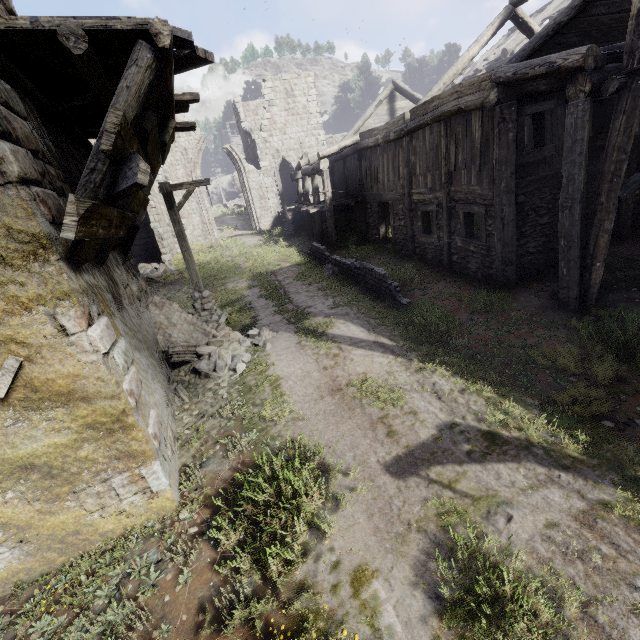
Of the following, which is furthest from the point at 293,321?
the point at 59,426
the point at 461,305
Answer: the point at 59,426

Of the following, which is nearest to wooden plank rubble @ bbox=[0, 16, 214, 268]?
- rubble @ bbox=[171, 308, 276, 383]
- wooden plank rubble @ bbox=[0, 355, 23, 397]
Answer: wooden plank rubble @ bbox=[0, 355, 23, 397]

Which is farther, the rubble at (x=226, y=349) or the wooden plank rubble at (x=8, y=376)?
the rubble at (x=226, y=349)

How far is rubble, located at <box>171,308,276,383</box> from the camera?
8.2m

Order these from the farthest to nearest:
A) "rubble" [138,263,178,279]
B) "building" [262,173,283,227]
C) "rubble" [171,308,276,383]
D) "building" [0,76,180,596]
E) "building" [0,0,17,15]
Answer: "building" [262,173,283,227] < "rubble" [138,263,178,279] < "rubble" [171,308,276,383] < "building" [0,0,17,15] < "building" [0,76,180,596]

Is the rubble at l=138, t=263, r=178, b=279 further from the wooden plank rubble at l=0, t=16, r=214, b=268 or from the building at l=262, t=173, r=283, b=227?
the wooden plank rubble at l=0, t=16, r=214, b=268

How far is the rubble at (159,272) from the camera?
18.78m
